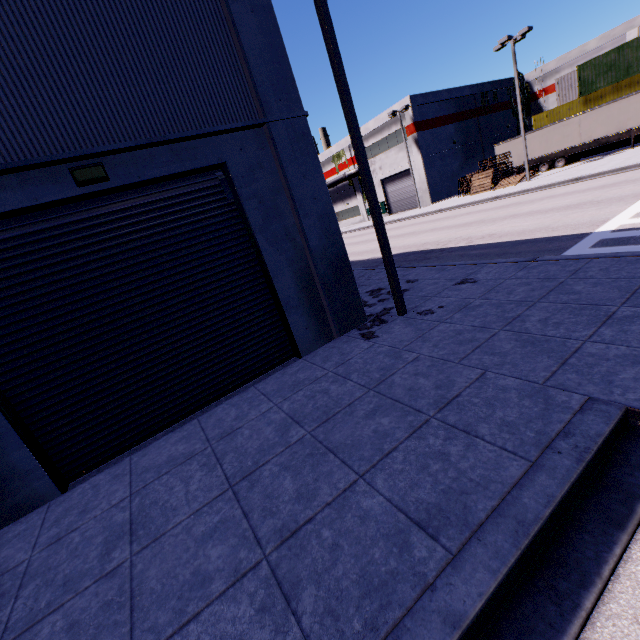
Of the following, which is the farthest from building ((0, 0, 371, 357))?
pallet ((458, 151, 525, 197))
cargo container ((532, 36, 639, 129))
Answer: pallet ((458, 151, 525, 197))

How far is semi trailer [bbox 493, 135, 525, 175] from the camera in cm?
3234

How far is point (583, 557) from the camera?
2.5m

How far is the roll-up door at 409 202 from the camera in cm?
3753

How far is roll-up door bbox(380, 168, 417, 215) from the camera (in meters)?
37.53

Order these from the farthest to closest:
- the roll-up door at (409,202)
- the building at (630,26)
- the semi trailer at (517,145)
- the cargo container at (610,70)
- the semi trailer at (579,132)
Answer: the roll-up door at (409,202), the building at (630,26), the semi trailer at (517,145), the cargo container at (610,70), the semi trailer at (579,132)

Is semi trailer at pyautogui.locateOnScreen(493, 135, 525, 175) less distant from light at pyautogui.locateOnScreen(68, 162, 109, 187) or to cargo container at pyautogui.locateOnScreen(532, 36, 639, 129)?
cargo container at pyautogui.locateOnScreen(532, 36, 639, 129)

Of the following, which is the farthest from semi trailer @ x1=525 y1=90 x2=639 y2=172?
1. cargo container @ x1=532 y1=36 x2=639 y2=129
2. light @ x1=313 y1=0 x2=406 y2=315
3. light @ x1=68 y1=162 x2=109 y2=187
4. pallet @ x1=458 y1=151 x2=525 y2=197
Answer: light @ x1=68 y1=162 x2=109 y2=187
